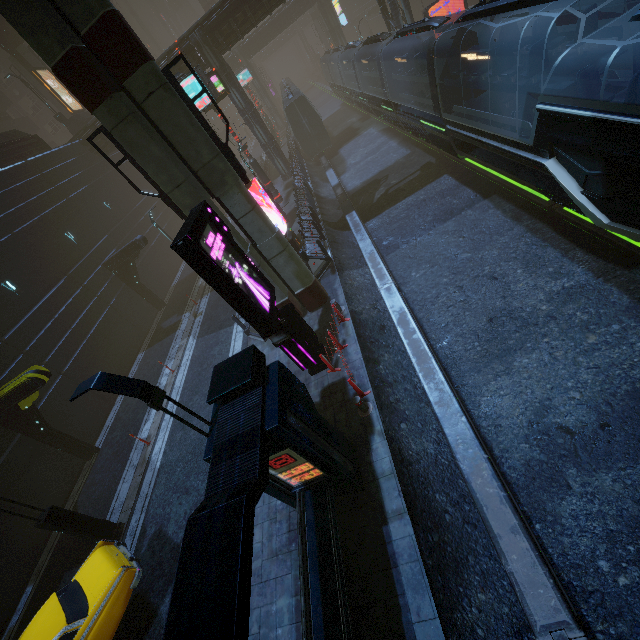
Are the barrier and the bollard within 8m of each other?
yes

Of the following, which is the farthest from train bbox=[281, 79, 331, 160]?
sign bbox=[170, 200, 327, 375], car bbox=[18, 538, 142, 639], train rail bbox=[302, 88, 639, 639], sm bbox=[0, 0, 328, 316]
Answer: car bbox=[18, 538, 142, 639]

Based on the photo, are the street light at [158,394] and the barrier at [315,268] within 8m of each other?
no

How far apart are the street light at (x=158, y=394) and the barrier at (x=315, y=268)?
9.3m

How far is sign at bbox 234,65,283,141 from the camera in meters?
41.3

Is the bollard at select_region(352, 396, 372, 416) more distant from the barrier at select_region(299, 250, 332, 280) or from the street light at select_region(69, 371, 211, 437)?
the barrier at select_region(299, 250, 332, 280)

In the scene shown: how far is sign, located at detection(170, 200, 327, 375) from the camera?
7.36m

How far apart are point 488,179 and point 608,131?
9.04m
